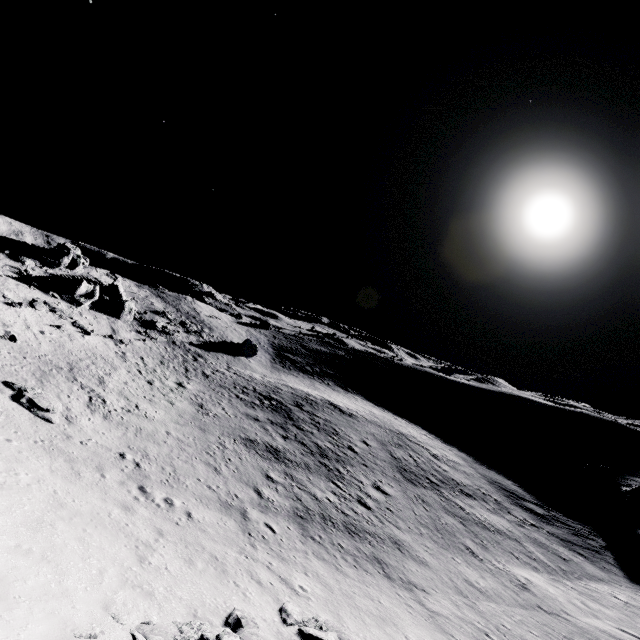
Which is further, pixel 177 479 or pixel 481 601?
pixel 177 479

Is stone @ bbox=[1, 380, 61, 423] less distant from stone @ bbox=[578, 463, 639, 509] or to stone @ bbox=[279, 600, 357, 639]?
stone @ bbox=[279, 600, 357, 639]

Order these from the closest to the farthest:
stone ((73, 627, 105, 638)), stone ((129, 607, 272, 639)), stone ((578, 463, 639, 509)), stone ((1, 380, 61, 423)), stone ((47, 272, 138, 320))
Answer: stone ((73, 627, 105, 638)), stone ((129, 607, 272, 639)), stone ((1, 380, 61, 423)), stone ((578, 463, 639, 509)), stone ((47, 272, 138, 320))

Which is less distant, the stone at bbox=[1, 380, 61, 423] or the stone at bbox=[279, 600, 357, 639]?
the stone at bbox=[279, 600, 357, 639]

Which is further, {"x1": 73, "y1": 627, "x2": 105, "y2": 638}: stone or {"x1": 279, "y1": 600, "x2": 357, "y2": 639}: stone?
{"x1": 279, "y1": 600, "x2": 357, "y2": 639}: stone

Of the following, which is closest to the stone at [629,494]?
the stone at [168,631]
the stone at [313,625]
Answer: the stone at [313,625]

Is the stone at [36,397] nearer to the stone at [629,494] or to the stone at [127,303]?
the stone at [127,303]

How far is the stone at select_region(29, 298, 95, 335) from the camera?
28.7m
